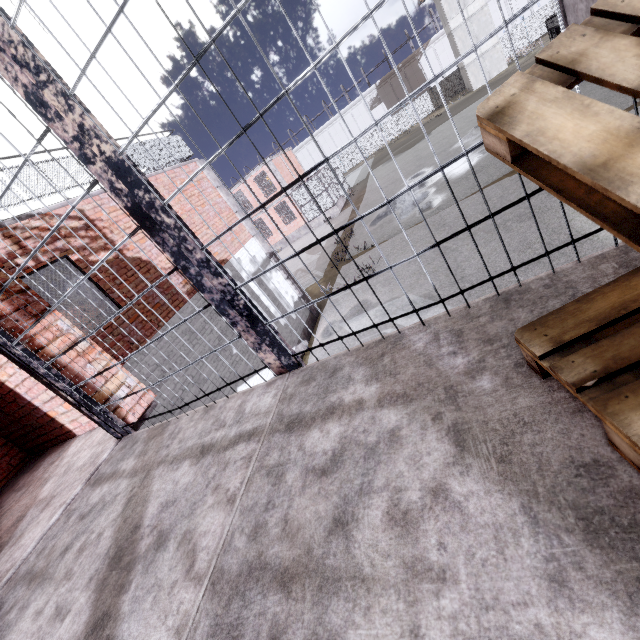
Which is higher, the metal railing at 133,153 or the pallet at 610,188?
the metal railing at 133,153

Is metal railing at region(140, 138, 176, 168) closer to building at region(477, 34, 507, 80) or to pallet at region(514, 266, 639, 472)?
pallet at region(514, 266, 639, 472)

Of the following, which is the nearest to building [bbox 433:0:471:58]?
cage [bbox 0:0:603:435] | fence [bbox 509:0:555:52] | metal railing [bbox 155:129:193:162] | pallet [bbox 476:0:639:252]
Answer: fence [bbox 509:0:555:52]

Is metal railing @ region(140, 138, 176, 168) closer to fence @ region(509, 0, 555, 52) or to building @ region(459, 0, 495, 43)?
fence @ region(509, 0, 555, 52)

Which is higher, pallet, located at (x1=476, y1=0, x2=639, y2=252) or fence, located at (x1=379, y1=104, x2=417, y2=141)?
pallet, located at (x1=476, y1=0, x2=639, y2=252)

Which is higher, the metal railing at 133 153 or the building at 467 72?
the metal railing at 133 153

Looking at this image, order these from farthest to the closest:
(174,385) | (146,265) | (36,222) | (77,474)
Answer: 1. (146,265)
2. (174,385)
3. (36,222)
4. (77,474)

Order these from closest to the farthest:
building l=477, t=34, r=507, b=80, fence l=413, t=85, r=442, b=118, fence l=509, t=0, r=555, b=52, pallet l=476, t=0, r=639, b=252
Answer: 1. pallet l=476, t=0, r=639, b=252
2. building l=477, t=34, r=507, b=80
3. fence l=509, t=0, r=555, b=52
4. fence l=413, t=85, r=442, b=118
